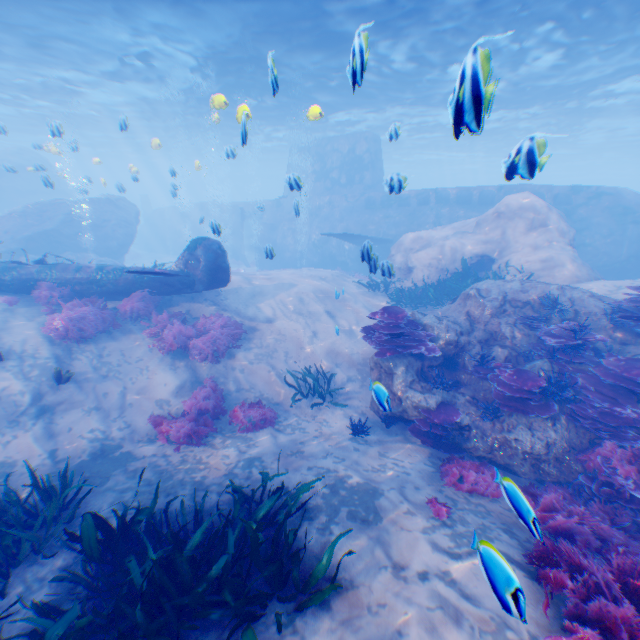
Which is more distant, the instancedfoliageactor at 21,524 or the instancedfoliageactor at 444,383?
the instancedfoliageactor at 444,383

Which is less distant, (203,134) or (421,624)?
(421,624)

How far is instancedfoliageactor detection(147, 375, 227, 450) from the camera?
7.54m

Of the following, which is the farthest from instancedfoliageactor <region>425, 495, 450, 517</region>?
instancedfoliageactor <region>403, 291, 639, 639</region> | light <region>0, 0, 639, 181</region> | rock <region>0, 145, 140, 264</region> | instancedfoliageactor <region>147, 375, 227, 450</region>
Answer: light <region>0, 0, 639, 181</region>

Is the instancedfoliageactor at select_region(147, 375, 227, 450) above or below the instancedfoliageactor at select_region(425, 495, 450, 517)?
below

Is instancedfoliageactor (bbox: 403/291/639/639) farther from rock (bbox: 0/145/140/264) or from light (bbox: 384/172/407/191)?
light (bbox: 384/172/407/191)

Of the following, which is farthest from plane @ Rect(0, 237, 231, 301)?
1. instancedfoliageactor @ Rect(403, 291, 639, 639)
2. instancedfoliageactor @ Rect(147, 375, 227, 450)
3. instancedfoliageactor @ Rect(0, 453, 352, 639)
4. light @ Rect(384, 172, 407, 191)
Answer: instancedfoliageactor @ Rect(147, 375, 227, 450)

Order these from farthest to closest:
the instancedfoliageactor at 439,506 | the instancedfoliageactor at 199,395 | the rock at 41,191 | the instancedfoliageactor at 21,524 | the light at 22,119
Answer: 1. the rock at 41,191
2. the light at 22,119
3. the instancedfoliageactor at 199,395
4. the instancedfoliageactor at 439,506
5. the instancedfoliageactor at 21,524
